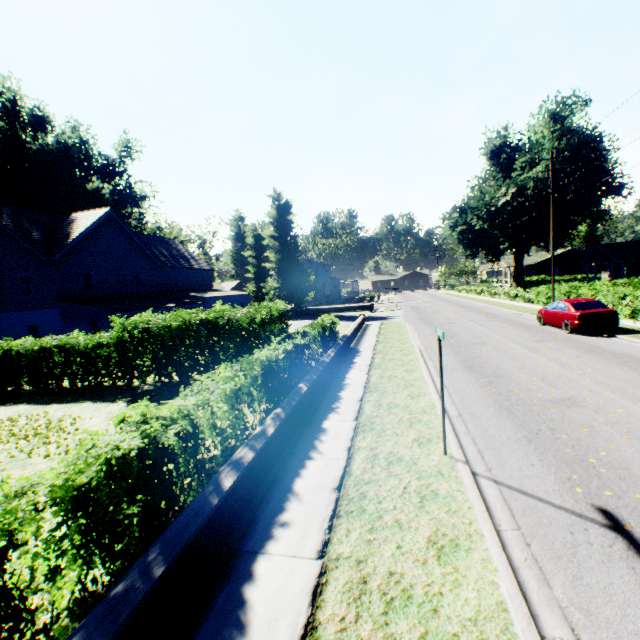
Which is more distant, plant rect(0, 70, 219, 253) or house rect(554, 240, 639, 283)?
house rect(554, 240, 639, 283)

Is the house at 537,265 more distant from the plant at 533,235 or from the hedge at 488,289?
the hedge at 488,289

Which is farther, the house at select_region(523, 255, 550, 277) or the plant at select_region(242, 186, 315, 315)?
the house at select_region(523, 255, 550, 277)

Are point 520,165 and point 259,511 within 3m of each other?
no

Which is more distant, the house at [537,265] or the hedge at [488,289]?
the house at [537,265]

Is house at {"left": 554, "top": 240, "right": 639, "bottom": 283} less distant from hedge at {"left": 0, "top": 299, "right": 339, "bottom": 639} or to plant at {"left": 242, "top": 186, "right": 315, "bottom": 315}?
plant at {"left": 242, "top": 186, "right": 315, "bottom": 315}

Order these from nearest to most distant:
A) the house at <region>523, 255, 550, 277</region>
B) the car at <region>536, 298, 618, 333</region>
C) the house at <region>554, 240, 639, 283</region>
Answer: the car at <region>536, 298, 618, 333</region>
the house at <region>554, 240, 639, 283</region>
the house at <region>523, 255, 550, 277</region>

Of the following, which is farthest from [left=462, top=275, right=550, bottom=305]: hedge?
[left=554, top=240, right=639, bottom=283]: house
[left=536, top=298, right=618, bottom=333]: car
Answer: [left=554, top=240, right=639, bottom=283]: house
